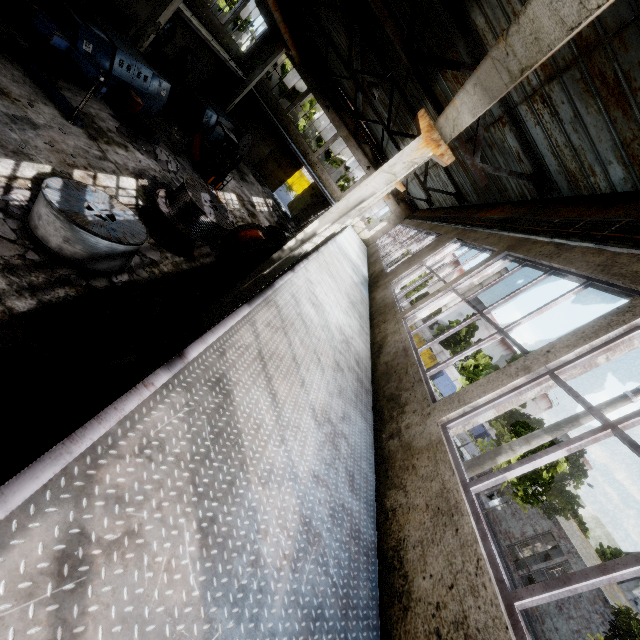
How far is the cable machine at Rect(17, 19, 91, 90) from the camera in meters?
10.6

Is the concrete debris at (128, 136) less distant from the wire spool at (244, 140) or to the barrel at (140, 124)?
the barrel at (140, 124)

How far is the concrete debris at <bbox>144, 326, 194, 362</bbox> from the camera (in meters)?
7.33

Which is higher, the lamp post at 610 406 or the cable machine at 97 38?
the lamp post at 610 406

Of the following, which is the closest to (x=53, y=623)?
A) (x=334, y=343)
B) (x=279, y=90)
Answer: (x=334, y=343)

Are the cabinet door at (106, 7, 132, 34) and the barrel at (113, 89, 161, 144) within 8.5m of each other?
yes

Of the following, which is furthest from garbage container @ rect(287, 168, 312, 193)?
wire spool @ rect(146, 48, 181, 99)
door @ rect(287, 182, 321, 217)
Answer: wire spool @ rect(146, 48, 181, 99)

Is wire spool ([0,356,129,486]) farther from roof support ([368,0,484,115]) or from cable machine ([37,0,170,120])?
cable machine ([37,0,170,120])
